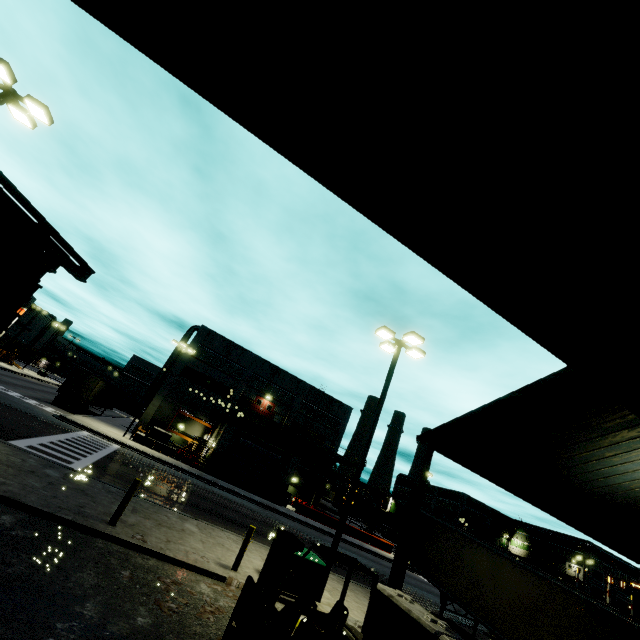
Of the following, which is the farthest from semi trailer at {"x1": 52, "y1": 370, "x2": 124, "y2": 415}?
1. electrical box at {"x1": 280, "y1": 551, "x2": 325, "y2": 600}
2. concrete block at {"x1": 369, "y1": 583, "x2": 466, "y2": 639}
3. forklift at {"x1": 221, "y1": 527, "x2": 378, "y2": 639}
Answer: electrical box at {"x1": 280, "y1": 551, "x2": 325, "y2": 600}

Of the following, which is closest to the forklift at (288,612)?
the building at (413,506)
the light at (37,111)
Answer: the building at (413,506)

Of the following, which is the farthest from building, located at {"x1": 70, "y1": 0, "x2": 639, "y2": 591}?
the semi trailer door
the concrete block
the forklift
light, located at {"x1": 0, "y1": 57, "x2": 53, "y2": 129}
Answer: the semi trailer door

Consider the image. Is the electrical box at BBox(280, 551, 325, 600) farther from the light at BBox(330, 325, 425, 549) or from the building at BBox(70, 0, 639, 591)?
the building at BBox(70, 0, 639, 591)

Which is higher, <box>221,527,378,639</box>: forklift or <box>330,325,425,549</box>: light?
<box>330,325,425,549</box>: light

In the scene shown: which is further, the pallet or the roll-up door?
the roll-up door

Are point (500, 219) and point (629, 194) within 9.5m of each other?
yes

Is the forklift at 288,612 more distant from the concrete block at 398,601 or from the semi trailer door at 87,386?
the semi trailer door at 87,386
